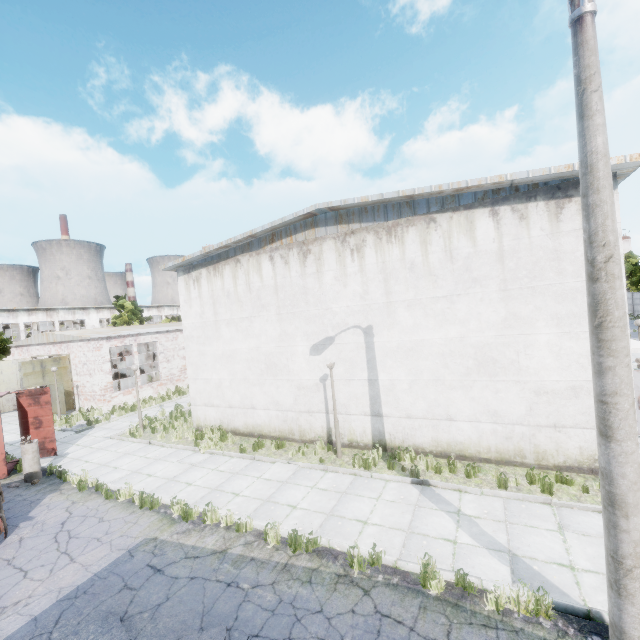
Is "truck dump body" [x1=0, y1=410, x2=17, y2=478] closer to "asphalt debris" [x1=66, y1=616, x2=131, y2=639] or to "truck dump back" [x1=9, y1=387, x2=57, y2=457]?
"truck dump back" [x1=9, y1=387, x2=57, y2=457]

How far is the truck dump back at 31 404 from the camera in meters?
13.9

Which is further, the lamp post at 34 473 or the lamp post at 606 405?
the lamp post at 34 473

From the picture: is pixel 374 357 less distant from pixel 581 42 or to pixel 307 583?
pixel 307 583

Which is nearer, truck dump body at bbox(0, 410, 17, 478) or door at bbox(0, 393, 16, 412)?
truck dump body at bbox(0, 410, 17, 478)

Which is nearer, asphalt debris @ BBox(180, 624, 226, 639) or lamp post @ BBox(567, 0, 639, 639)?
lamp post @ BBox(567, 0, 639, 639)

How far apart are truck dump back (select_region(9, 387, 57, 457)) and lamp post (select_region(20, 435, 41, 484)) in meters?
1.8 m

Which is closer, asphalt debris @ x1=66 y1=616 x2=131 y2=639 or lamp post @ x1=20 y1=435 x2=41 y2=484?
asphalt debris @ x1=66 y1=616 x2=131 y2=639
